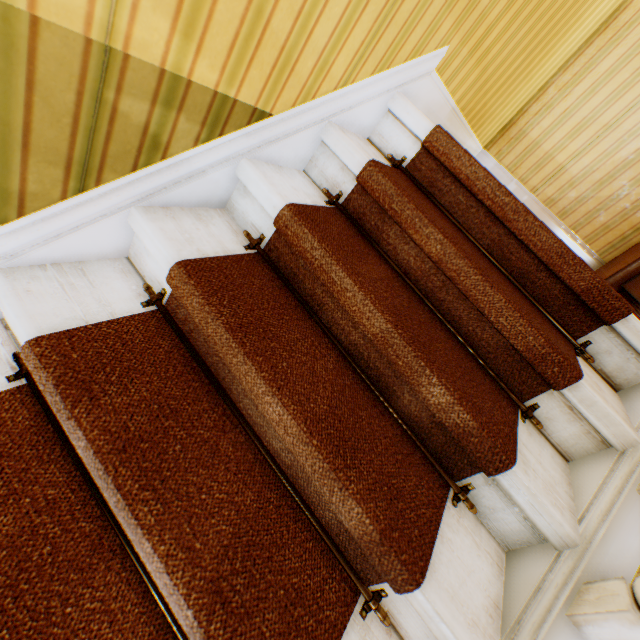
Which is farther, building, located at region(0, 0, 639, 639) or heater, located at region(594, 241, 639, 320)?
heater, located at region(594, 241, 639, 320)

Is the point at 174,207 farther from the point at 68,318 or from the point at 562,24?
the point at 562,24

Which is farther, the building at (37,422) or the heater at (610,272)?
the heater at (610,272)
